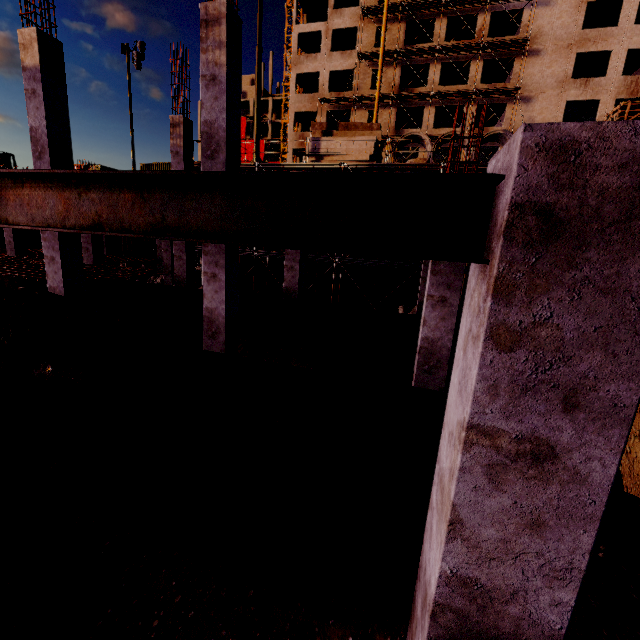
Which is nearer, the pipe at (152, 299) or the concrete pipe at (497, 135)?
the pipe at (152, 299)

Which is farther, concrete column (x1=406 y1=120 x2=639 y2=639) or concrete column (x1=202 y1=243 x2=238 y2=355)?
concrete column (x1=202 y1=243 x2=238 y2=355)

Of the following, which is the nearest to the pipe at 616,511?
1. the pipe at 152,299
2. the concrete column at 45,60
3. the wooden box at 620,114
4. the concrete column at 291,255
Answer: the pipe at 152,299

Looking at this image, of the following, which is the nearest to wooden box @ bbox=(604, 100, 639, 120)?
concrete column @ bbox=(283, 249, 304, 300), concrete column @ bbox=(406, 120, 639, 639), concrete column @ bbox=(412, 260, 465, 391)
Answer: concrete column @ bbox=(412, 260, 465, 391)

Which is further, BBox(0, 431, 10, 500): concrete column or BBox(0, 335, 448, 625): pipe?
BBox(0, 431, 10, 500): concrete column

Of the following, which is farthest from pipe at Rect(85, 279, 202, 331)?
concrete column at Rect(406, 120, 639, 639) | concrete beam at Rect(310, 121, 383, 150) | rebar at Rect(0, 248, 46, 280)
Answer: concrete beam at Rect(310, 121, 383, 150)

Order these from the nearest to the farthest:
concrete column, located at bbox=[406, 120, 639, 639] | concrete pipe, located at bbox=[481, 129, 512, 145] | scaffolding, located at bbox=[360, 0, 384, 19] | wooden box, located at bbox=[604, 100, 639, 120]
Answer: concrete column, located at bbox=[406, 120, 639, 639] → wooden box, located at bbox=[604, 100, 639, 120] → concrete pipe, located at bbox=[481, 129, 512, 145] → scaffolding, located at bbox=[360, 0, 384, 19]

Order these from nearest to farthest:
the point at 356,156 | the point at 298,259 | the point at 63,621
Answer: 1. the point at 63,621
2. the point at 298,259
3. the point at 356,156
